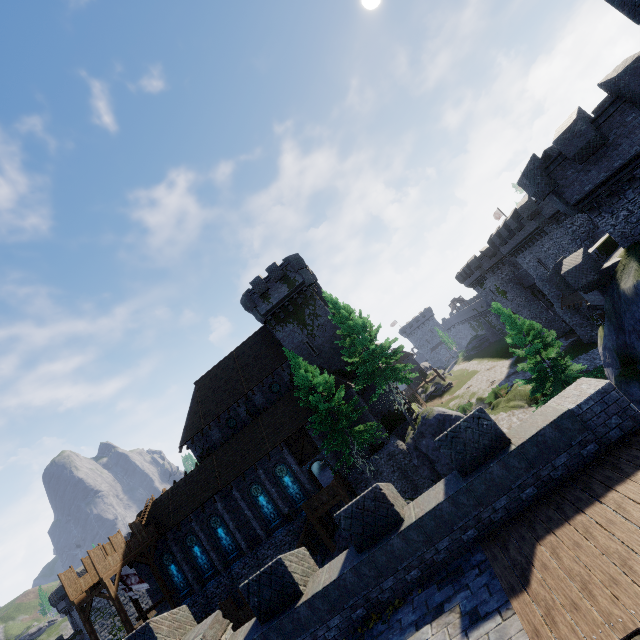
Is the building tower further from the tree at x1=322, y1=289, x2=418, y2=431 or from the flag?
the flag

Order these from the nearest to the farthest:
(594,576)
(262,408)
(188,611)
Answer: (594,576)
(188,611)
(262,408)

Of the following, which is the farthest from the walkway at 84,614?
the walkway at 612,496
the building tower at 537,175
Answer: the building tower at 537,175

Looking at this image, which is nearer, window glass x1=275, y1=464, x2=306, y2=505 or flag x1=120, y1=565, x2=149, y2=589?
flag x1=120, y1=565, x2=149, y2=589

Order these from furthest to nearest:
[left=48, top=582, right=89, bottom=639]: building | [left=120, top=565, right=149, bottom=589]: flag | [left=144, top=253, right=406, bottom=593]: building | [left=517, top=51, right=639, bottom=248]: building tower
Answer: [left=48, top=582, right=89, bottom=639]: building < [left=144, top=253, right=406, bottom=593]: building < [left=120, top=565, right=149, bottom=589]: flag < [left=517, top=51, right=639, bottom=248]: building tower

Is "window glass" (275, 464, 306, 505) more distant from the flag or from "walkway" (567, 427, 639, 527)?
"walkway" (567, 427, 639, 527)

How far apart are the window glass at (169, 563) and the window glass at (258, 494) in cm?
946

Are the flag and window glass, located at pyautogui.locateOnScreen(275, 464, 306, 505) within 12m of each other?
no
